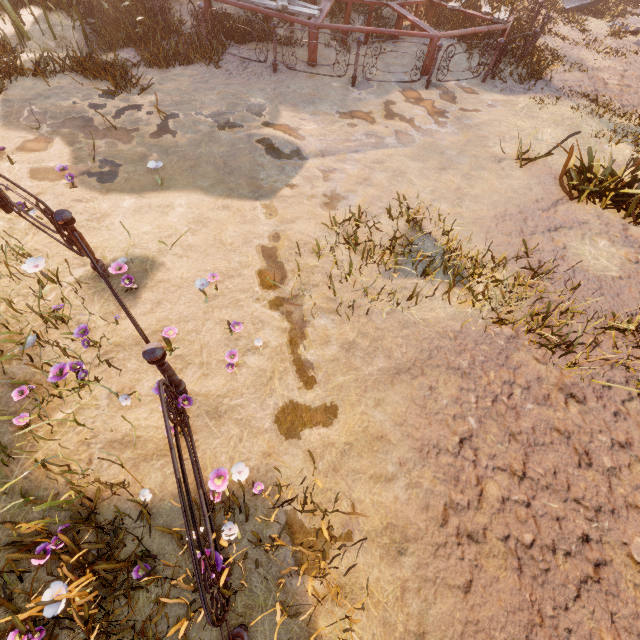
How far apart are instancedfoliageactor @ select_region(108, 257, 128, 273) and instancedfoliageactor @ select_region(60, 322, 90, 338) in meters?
0.7 m

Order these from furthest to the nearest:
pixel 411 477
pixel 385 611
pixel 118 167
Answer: pixel 118 167 < pixel 411 477 < pixel 385 611

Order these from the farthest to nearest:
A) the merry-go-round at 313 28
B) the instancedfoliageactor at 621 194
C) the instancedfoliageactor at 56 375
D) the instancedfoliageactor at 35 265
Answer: the merry-go-round at 313 28, the instancedfoliageactor at 621 194, the instancedfoliageactor at 35 265, the instancedfoliageactor at 56 375

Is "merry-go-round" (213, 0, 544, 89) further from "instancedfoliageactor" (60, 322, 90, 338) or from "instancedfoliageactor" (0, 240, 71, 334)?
"instancedfoliageactor" (60, 322, 90, 338)

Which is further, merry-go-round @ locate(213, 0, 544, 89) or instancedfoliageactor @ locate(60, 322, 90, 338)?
merry-go-round @ locate(213, 0, 544, 89)

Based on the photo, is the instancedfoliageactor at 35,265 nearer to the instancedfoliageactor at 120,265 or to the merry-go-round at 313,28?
the instancedfoliageactor at 120,265

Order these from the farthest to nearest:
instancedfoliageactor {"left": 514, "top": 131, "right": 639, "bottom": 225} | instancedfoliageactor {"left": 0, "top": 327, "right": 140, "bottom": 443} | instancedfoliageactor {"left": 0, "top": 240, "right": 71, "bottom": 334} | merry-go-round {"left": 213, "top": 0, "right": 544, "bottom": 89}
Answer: merry-go-round {"left": 213, "top": 0, "right": 544, "bottom": 89} → instancedfoliageactor {"left": 514, "top": 131, "right": 639, "bottom": 225} → instancedfoliageactor {"left": 0, "top": 240, "right": 71, "bottom": 334} → instancedfoliageactor {"left": 0, "top": 327, "right": 140, "bottom": 443}

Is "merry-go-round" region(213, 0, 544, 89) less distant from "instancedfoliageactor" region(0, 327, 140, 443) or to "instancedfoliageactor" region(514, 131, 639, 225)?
"instancedfoliageactor" region(514, 131, 639, 225)
